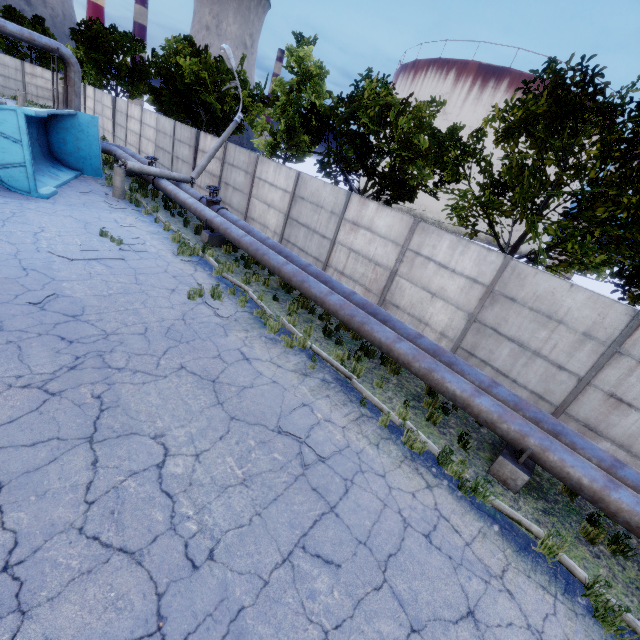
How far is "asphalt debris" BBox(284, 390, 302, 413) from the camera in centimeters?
623cm

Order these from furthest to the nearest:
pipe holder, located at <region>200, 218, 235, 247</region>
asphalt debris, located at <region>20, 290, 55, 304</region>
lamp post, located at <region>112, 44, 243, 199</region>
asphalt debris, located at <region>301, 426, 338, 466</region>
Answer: lamp post, located at <region>112, 44, 243, 199</region>
pipe holder, located at <region>200, 218, 235, 247</region>
asphalt debris, located at <region>20, 290, 55, 304</region>
asphalt debris, located at <region>301, 426, 338, 466</region>

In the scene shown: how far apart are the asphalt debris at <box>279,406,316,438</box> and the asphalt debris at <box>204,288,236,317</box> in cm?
295

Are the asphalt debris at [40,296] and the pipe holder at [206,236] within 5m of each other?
no

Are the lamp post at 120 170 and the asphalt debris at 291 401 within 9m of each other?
no

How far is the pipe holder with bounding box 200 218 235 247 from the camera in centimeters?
1273cm

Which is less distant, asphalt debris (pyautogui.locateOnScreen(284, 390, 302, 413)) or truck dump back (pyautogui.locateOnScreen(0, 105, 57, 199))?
asphalt debris (pyautogui.locateOnScreen(284, 390, 302, 413))

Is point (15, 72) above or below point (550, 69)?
below
